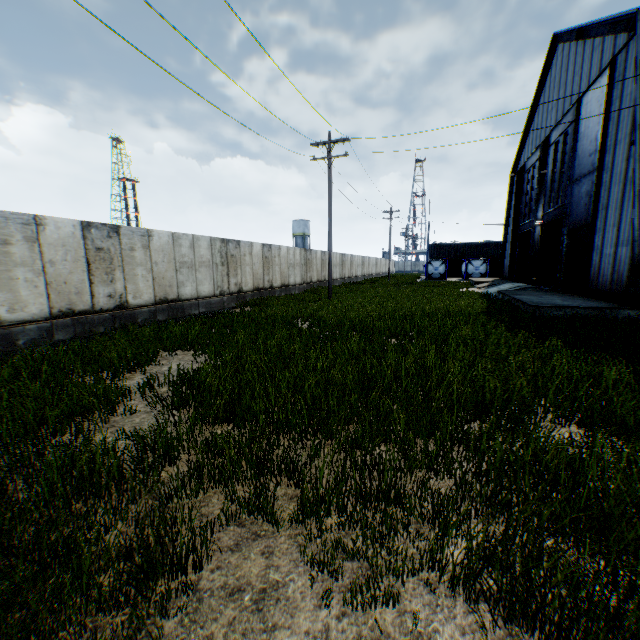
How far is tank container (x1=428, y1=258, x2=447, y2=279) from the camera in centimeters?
4478cm

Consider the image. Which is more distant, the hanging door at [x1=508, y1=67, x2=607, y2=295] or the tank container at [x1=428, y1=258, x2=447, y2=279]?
the tank container at [x1=428, y1=258, x2=447, y2=279]

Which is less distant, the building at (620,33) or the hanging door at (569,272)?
the building at (620,33)

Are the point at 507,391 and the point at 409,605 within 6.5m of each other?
yes

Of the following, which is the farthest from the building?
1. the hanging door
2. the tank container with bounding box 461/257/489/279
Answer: the tank container with bounding box 461/257/489/279

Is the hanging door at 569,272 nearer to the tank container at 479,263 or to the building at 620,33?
the building at 620,33
